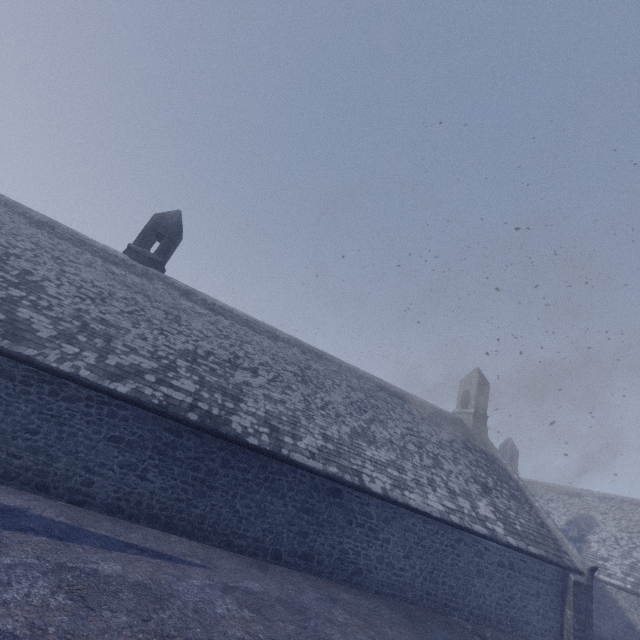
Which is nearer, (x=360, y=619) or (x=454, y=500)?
(x=360, y=619)
